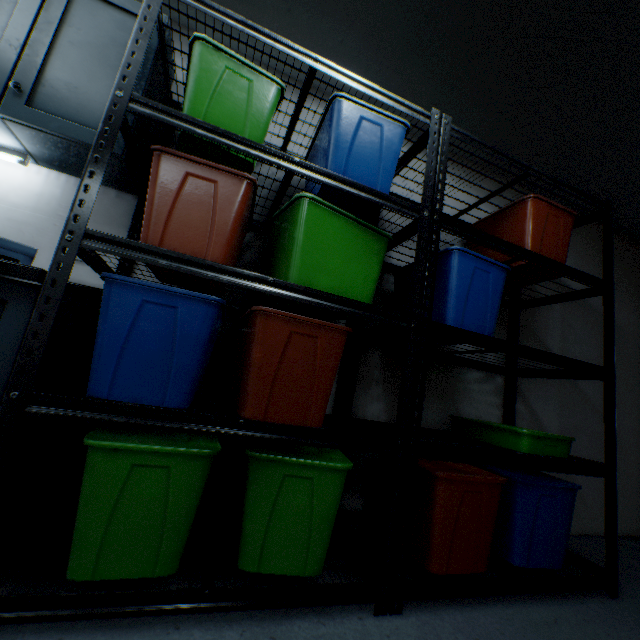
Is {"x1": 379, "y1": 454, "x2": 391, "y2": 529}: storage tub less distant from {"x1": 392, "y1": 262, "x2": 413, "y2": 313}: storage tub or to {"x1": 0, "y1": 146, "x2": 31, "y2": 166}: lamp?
{"x1": 392, "y1": 262, "x2": 413, "y2": 313}: storage tub

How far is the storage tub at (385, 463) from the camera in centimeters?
152cm

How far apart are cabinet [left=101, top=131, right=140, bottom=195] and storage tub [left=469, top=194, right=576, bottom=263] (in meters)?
1.86

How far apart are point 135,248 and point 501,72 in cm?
201

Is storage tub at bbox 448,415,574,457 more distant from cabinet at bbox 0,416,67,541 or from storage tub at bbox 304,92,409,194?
cabinet at bbox 0,416,67,541

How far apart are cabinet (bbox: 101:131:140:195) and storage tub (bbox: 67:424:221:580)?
1.01m

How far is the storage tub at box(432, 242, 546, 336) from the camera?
1.4m

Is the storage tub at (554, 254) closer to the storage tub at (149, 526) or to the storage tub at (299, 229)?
the storage tub at (299, 229)
